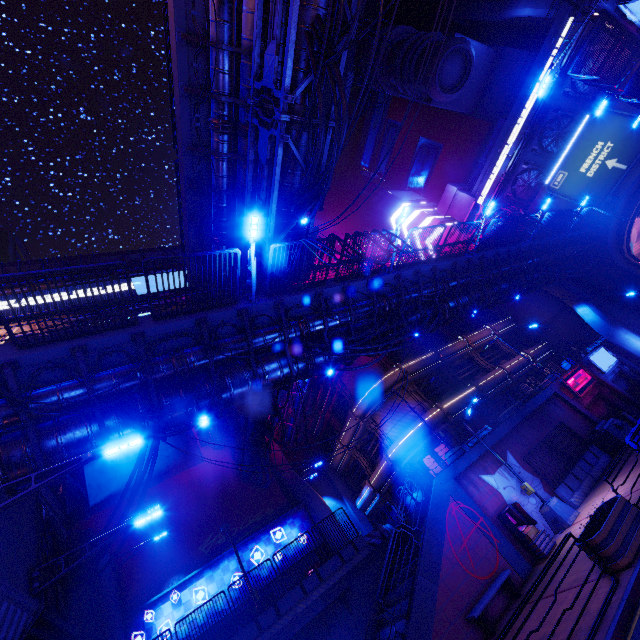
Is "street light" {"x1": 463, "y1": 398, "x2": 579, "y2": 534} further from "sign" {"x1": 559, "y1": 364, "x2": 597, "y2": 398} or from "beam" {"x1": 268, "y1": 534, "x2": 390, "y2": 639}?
"sign" {"x1": 559, "y1": 364, "x2": 597, "y2": 398}

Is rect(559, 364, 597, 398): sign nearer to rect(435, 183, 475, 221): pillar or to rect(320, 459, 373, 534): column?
rect(320, 459, 373, 534): column

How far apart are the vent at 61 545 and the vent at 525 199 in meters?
48.3

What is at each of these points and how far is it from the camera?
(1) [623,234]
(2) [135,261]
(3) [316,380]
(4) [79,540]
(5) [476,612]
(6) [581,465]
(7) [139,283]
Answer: (1) tunnel, 32.3 meters
(2) walkway, 42.9 meters
(3) pipe, 29.4 meters
(4) walkway, 16.3 meters
(5) bench, 11.0 meters
(6) fence, 17.2 meters
(7) sign, 40.5 meters

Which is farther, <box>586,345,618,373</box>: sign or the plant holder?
<box>586,345,618,373</box>: sign

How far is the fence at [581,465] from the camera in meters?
15.7 m

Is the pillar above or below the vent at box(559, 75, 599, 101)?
above

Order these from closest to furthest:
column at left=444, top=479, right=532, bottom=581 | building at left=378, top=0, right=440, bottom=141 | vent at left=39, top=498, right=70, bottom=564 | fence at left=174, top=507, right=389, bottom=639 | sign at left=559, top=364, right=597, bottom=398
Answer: vent at left=39, top=498, right=70, bottom=564 < column at left=444, top=479, right=532, bottom=581 < fence at left=174, top=507, right=389, bottom=639 < sign at left=559, top=364, right=597, bottom=398 < building at left=378, top=0, right=440, bottom=141
